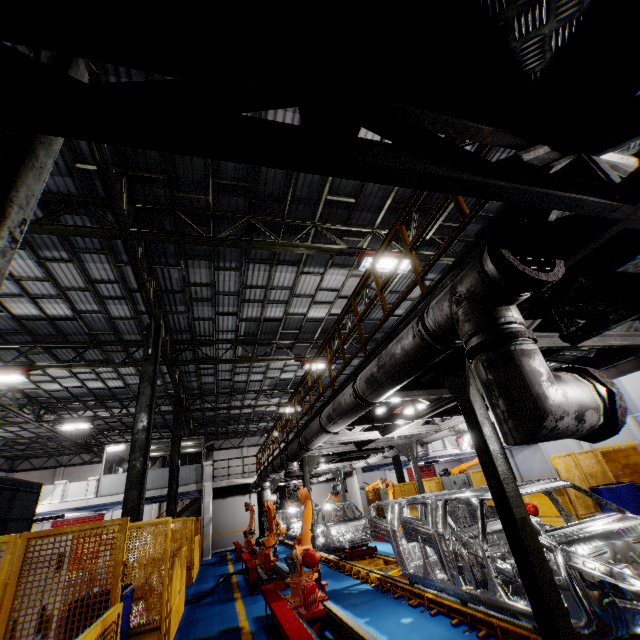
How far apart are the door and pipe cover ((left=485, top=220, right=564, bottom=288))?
39.7 meters

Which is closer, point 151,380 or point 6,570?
point 6,570

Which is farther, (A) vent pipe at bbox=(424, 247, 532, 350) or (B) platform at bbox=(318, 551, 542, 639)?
(B) platform at bbox=(318, 551, 542, 639)

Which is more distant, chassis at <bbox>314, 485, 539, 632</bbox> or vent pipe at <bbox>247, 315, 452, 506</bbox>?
chassis at <bbox>314, 485, 539, 632</bbox>

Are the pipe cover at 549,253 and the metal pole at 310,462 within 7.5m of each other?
no

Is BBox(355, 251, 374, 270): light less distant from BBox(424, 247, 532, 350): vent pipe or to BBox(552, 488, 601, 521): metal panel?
BBox(424, 247, 532, 350): vent pipe

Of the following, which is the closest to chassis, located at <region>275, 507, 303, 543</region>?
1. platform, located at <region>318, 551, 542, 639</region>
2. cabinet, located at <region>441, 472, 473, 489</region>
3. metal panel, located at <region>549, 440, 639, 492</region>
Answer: platform, located at <region>318, 551, 542, 639</region>

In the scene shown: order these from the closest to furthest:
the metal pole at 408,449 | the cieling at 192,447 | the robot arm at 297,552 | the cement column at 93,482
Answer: the robot arm at 297,552, the metal pole at 408,449, the cement column at 93,482, the cieling at 192,447
